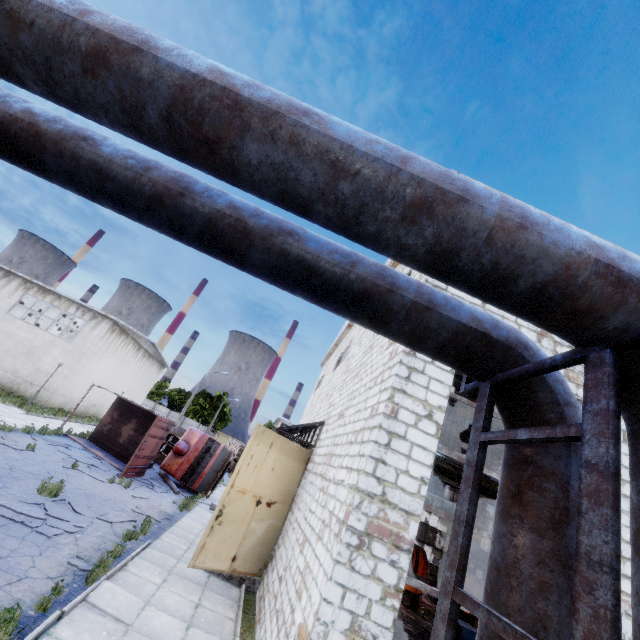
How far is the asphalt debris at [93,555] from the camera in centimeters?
728cm

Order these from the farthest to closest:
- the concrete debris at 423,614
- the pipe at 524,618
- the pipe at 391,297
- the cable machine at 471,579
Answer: the cable machine at 471,579 → the concrete debris at 423,614 → the pipe at 391,297 → the pipe at 524,618

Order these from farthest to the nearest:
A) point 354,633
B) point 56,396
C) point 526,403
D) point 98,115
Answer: point 56,396 → point 354,633 → point 526,403 → point 98,115

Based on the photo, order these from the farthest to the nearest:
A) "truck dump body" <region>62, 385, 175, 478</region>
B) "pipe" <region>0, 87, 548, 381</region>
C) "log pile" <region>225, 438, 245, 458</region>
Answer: "log pile" <region>225, 438, 245, 458</region> → "truck dump body" <region>62, 385, 175, 478</region> → "pipe" <region>0, 87, 548, 381</region>

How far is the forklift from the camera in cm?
1395

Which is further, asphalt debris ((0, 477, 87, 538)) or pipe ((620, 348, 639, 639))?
asphalt debris ((0, 477, 87, 538))

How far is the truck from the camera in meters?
18.7 m

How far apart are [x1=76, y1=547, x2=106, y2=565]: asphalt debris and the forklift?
12.2 meters
